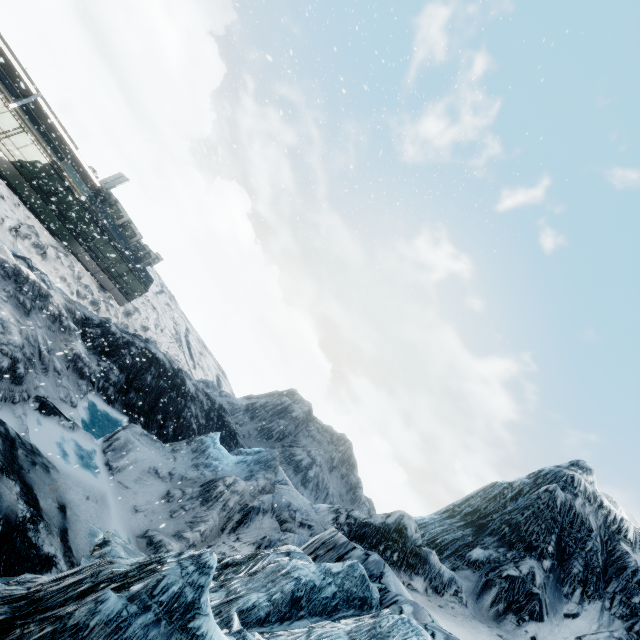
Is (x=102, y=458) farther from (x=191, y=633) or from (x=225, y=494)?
(x=191, y=633)
